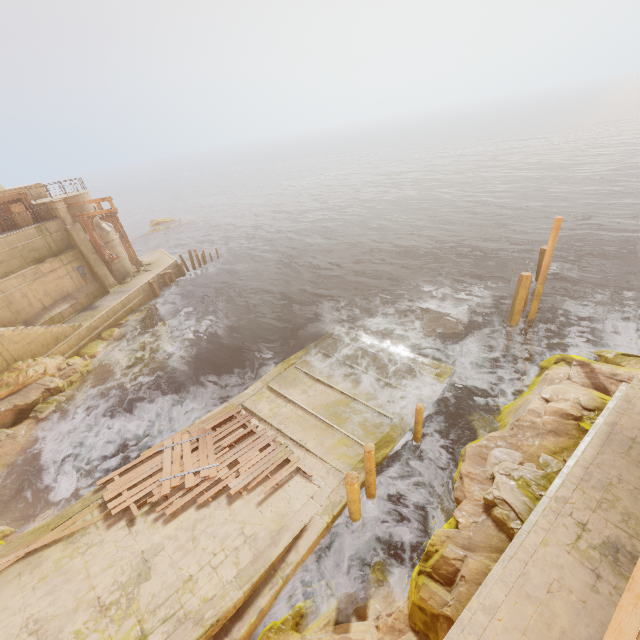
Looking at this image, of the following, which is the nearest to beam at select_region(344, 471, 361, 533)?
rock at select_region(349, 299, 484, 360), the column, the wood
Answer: the wood

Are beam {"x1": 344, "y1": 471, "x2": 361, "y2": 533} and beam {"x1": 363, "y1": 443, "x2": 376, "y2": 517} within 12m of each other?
yes

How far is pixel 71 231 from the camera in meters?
22.8

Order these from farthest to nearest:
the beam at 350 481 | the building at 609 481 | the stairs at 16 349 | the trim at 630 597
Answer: the stairs at 16 349
the beam at 350 481
the building at 609 481
the trim at 630 597

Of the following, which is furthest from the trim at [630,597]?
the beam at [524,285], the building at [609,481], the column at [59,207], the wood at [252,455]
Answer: the column at [59,207]

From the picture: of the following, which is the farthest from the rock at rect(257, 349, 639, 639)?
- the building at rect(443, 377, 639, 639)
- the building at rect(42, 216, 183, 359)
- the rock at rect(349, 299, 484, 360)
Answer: the building at rect(42, 216, 183, 359)

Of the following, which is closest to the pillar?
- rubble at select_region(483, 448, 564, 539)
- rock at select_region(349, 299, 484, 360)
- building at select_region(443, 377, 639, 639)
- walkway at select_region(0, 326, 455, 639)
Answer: walkway at select_region(0, 326, 455, 639)

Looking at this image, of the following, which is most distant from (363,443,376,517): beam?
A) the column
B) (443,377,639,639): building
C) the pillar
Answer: the column
